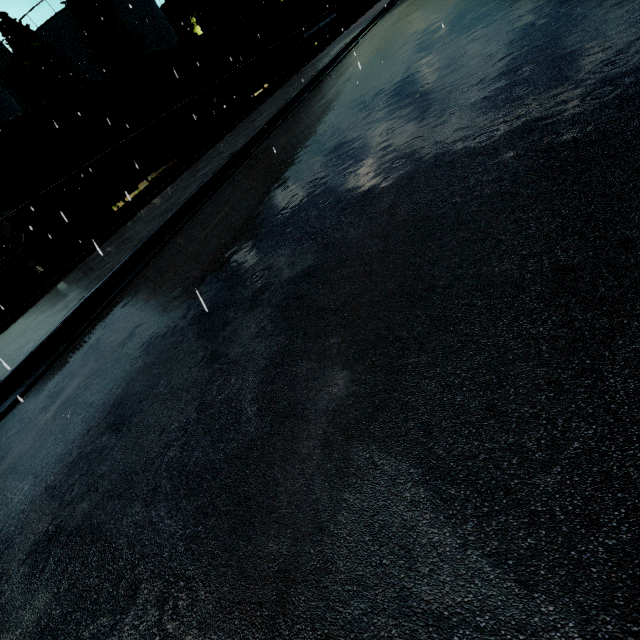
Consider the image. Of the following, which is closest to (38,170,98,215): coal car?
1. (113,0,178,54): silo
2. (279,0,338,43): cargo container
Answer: (279,0,338,43): cargo container

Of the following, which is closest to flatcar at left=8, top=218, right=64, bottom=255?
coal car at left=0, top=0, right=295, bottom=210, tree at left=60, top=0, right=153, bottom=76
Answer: coal car at left=0, top=0, right=295, bottom=210

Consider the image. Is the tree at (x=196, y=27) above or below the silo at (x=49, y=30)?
below

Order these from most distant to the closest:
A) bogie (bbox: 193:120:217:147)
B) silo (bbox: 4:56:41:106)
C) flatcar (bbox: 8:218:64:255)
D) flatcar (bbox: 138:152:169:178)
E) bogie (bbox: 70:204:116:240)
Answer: silo (bbox: 4:56:41:106) → bogie (bbox: 193:120:217:147) → flatcar (bbox: 138:152:169:178) → bogie (bbox: 70:204:116:240) → flatcar (bbox: 8:218:64:255)

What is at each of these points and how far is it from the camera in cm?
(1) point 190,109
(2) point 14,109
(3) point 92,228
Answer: (1) coal car, 1669
(2) silo, 2519
(3) bogie, 1242

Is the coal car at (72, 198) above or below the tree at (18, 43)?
below

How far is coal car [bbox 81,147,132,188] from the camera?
12.5 meters
